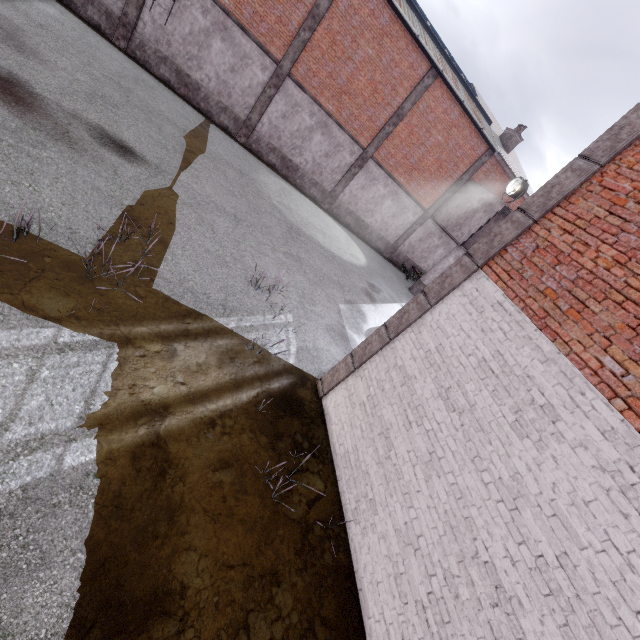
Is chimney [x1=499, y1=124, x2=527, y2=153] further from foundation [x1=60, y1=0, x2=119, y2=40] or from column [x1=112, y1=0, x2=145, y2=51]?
foundation [x1=60, y1=0, x2=119, y2=40]

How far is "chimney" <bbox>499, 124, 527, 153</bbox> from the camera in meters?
21.0 m

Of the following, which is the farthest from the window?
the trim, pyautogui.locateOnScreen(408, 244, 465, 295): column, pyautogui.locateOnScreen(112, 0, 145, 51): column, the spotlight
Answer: the trim

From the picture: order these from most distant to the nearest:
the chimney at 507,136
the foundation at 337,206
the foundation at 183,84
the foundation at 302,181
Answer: the chimney at 507,136 → the foundation at 337,206 → the foundation at 302,181 → the foundation at 183,84

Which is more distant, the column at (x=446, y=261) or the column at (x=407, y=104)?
the column at (x=446, y=261)

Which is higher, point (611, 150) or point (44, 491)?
point (611, 150)

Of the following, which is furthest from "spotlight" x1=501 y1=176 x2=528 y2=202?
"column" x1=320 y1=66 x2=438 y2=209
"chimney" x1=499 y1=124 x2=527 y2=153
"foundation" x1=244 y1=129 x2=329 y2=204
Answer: "foundation" x1=244 y1=129 x2=329 y2=204

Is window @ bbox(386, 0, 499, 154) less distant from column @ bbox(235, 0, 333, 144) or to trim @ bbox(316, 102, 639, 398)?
column @ bbox(235, 0, 333, 144)
